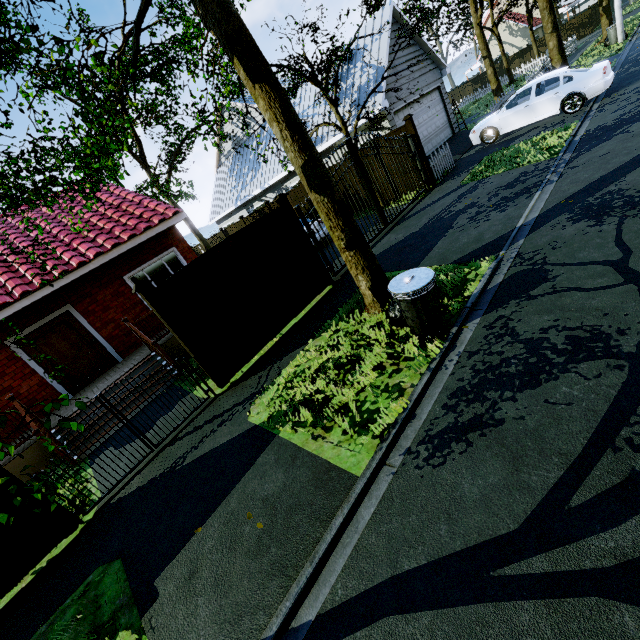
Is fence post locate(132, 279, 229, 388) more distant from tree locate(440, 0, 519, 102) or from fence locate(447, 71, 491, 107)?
fence locate(447, 71, 491, 107)

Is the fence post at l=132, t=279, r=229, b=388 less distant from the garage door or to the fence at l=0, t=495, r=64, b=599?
the fence at l=0, t=495, r=64, b=599

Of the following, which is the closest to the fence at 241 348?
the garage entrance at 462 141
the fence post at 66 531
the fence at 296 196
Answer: the garage entrance at 462 141

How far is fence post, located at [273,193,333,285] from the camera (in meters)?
7.70

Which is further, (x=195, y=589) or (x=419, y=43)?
(x=419, y=43)

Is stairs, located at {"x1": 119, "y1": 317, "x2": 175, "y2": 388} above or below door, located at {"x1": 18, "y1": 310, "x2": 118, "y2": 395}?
below

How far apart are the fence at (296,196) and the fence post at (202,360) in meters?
12.1 m

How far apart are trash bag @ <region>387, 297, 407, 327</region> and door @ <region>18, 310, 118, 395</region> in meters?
9.1 m
